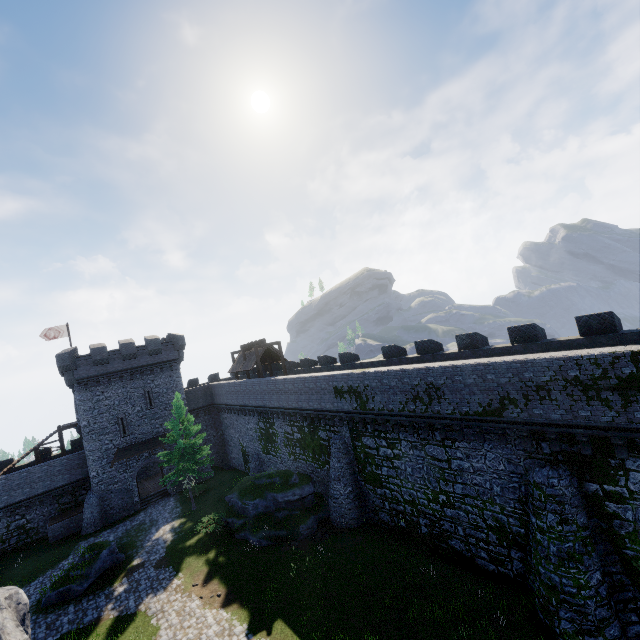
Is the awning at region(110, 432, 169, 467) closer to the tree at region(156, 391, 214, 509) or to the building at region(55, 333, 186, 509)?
the building at region(55, 333, 186, 509)

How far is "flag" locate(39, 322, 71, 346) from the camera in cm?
3588

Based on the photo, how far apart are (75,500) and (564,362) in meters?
43.3 m

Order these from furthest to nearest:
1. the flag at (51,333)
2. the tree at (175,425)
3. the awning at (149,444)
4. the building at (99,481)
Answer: the flag at (51,333) < the awning at (149,444) < the building at (99,481) < the tree at (175,425)

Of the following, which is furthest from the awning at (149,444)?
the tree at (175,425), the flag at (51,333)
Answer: the flag at (51,333)

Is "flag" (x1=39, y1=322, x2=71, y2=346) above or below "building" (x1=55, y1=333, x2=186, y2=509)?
above

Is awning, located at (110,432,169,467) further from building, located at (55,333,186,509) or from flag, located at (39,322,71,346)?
flag, located at (39,322,71,346)

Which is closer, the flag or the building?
the building
